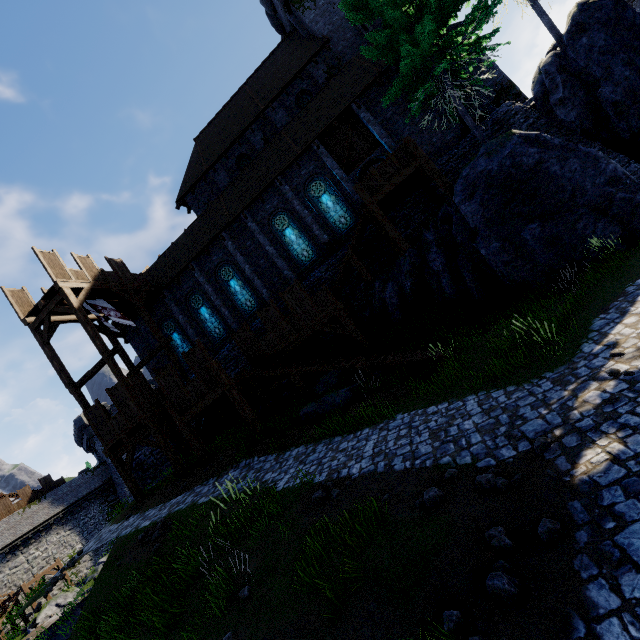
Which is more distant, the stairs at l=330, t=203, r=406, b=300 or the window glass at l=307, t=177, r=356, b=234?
the window glass at l=307, t=177, r=356, b=234

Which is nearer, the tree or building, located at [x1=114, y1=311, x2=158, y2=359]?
the tree

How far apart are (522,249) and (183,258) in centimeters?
1989cm

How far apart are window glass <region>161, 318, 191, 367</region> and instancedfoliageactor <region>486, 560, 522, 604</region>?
21.2 meters

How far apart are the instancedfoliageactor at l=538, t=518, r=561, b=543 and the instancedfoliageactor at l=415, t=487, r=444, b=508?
1.6m

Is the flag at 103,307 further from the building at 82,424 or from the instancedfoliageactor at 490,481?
the building at 82,424

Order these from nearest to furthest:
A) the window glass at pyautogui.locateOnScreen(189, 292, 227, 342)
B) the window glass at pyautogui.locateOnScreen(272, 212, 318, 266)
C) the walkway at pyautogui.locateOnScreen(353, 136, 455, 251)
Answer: the walkway at pyautogui.locateOnScreen(353, 136, 455, 251) < the window glass at pyautogui.locateOnScreen(272, 212, 318, 266) < the window glass at pyautogui.locateOnScreen(189, 292, 227, 342)

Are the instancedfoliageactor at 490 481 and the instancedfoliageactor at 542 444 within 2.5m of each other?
yes
